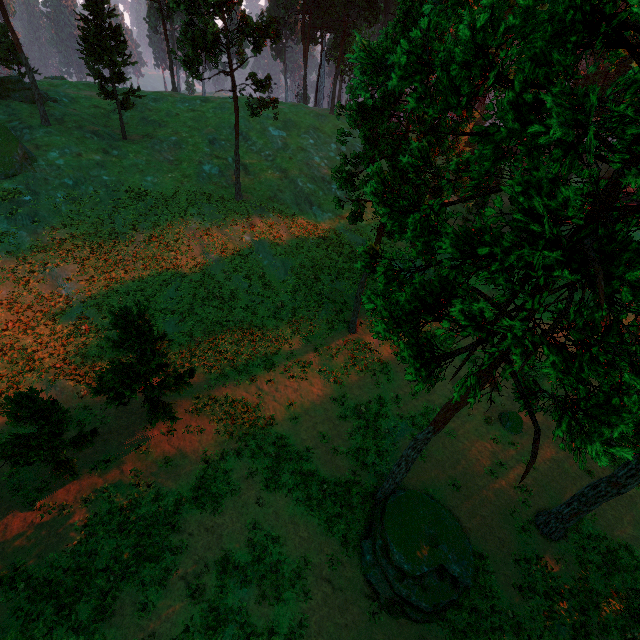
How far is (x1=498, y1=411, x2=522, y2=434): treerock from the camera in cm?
2316

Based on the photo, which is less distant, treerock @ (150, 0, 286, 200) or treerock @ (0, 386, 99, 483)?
treerock @ (0, 386, 99, 483)

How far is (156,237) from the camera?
30.7m

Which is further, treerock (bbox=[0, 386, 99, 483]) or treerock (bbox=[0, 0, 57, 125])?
treerock (bbox=[0, 0, 57, 125])

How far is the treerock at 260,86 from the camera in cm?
2848

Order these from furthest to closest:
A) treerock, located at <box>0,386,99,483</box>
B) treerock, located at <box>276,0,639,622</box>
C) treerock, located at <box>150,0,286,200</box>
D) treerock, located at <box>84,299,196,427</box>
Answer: treerock, located at <box>150,0,286,200</box> → treerock, located at <box>84,299,196,427</box> → treerock, located at <box>0,386,99,483</box> → treerock, located at <box>276,0,639,622</box>
